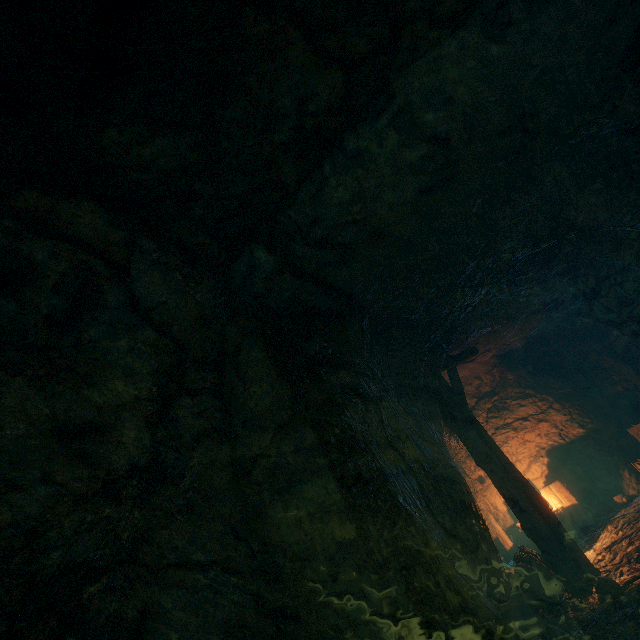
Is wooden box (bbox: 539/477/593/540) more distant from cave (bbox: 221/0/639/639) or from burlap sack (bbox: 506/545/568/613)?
burlap sack (bbox: 506/545/568/613)

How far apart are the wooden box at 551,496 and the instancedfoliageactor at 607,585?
3.86m

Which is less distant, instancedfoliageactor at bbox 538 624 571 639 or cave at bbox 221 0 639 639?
cave at bbox 221 0 639 639

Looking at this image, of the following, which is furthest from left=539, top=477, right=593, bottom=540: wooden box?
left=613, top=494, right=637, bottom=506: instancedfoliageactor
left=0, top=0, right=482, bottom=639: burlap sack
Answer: left=0, top=0, right=482, bottom=639: burlap sack

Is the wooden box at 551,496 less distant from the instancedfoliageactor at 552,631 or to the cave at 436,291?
the cave at 436,291

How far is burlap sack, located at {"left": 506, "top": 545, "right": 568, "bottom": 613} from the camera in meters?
4.9 m

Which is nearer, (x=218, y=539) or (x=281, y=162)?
(x=218, y=539)

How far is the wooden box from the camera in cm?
787
